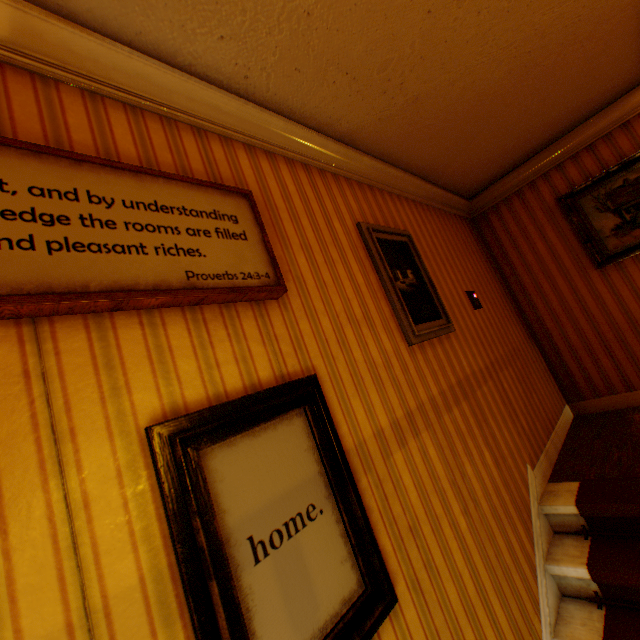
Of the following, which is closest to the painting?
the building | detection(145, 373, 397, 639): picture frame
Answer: the building

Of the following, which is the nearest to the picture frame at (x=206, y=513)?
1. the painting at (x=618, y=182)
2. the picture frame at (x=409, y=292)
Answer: the picture frame at (x=409, y=292)

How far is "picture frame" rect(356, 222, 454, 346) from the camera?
2.3 meters

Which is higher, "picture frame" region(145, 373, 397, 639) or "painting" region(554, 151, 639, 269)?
"painting" region(554, 151, 639, 269)

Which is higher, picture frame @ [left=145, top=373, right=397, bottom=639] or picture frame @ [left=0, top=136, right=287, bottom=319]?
picture frame @ [left=0, top=136, right=287, bottom=319]

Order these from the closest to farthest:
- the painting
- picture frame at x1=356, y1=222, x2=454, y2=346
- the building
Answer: the building → picture frame at x1=356, y1=222, x2=454, y2=346 → the painting

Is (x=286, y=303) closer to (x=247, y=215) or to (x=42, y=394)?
(x=247, y=215)

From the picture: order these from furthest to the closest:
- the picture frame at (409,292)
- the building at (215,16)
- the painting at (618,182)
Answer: the painting at (618,182), the picture frame at (409,292), the building at (215,16)
